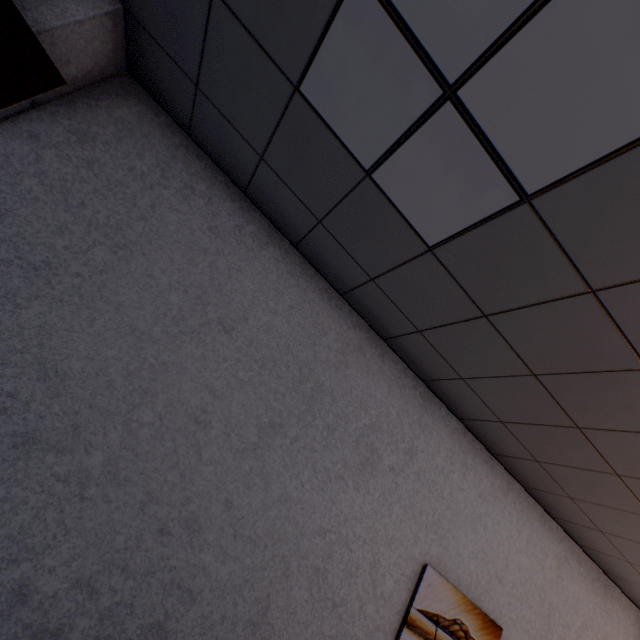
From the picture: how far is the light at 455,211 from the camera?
1.2 meters

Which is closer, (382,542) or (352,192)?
(352,192)

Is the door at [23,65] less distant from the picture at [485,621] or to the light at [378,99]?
the light at [378,99]

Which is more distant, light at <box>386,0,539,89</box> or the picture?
the picture

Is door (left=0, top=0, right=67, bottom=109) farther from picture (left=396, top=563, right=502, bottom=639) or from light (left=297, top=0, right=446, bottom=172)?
picture (left=396, top=563, right=502, bottom=639)
